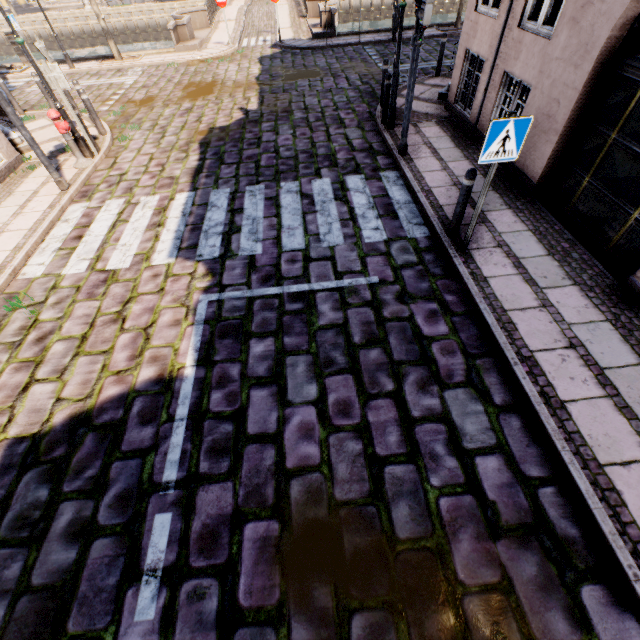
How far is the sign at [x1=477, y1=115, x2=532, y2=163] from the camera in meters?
3.7

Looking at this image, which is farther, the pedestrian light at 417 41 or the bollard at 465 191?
the pedestrian light at 417 41

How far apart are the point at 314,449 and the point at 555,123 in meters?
6.4

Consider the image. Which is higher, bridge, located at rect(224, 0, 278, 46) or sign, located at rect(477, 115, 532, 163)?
sign, located at rect(477, 115, 532, 163)

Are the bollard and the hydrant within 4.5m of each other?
no

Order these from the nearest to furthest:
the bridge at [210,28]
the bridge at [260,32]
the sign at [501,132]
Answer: the sign at [501,132], the bridge at [210,28], the bridge at [260,32]

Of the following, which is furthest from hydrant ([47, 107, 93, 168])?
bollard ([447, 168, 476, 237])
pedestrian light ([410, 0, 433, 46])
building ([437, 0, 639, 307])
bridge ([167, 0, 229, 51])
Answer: bridge ([167, 0, 229, 51])

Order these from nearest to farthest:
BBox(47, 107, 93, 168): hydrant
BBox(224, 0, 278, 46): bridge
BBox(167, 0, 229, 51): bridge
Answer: BBox(47, 107, 93, 168): hydrant, BBox(167, 0, 229, 51): bridge, BBox(224, 0, 278, 46): bridge
